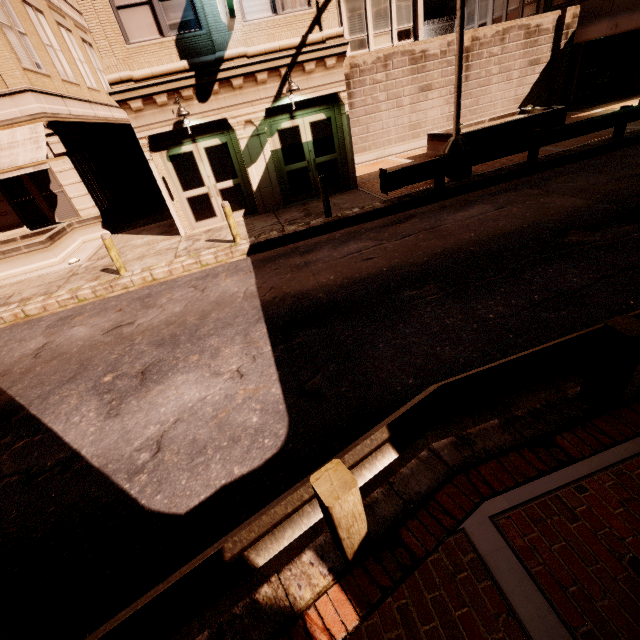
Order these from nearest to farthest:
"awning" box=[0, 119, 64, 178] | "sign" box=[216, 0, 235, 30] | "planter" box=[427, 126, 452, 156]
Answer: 1. "sign" box=[216, 0, 235, 30]
2. "awning" box=[0, 119, 64, 178]
3. "planter" box=[427, 126, 452, 156]

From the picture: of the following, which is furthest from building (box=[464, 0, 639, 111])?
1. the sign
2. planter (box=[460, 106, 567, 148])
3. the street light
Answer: planter (box=[460, 106, 567, 148])

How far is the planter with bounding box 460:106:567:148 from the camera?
12.9m

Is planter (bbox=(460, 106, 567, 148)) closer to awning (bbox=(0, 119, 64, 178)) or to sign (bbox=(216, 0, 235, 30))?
sign (bbox=(216, 0, 235, 30))

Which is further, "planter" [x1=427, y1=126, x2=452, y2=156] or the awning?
"planter" [x1=427, y1=126, x2=452, y2=156]

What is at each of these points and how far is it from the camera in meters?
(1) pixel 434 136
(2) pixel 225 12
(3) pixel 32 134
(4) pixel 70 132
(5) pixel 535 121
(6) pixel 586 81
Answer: (1) planter, 14.3 m
(2) sign, 8.5 m
(3) awning, 11.6 m
(4) building, 13.4 m
(5) planter, 13.3 m
(6) building, 20.1 m

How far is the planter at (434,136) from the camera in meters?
13.6

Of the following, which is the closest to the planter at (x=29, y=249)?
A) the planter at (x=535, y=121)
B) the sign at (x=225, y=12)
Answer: the sign at (x=225, y=12)
